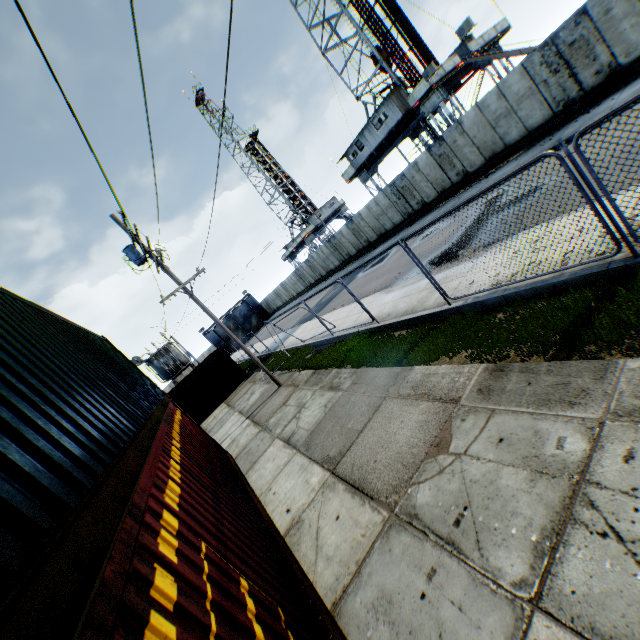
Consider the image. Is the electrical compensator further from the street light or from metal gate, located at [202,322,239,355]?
metal gate, located at [202,322,239,355]

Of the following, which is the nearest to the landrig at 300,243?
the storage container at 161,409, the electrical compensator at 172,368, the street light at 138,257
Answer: the electrical compensator at 172,368

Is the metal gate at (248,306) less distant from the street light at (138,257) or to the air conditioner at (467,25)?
the street light at (138,257)

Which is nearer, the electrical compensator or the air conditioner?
the air conditioner

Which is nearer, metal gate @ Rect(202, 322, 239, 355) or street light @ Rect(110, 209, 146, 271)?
street light @ Rect(110, 209, 146, 271)

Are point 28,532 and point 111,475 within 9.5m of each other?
yes

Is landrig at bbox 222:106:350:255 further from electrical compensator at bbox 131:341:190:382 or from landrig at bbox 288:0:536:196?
electrical compensator at bbox 131:341:190:382

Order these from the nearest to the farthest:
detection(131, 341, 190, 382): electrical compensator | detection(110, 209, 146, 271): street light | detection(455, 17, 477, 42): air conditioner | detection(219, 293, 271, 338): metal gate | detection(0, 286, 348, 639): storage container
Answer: detection(0, 286, 348, 639): storage container
detection(110, 209, 146, 271): street light
detection(455, 17, 477, 42): air conditioner
detection(131, 341, 190, 382): electrical compensator
detection(219, 293, 271, 338): metal gate
